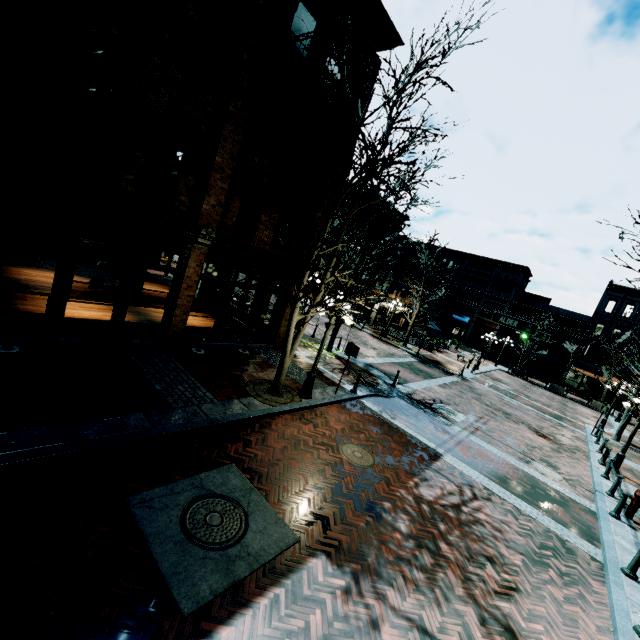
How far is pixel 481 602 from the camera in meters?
5.4

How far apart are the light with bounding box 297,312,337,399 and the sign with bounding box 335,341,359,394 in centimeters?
119cm

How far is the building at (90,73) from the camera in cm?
713

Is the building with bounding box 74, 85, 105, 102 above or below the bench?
above

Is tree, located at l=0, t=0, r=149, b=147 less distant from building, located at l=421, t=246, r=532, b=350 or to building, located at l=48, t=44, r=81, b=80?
building, located at l=48, t=44, r=81, b=80

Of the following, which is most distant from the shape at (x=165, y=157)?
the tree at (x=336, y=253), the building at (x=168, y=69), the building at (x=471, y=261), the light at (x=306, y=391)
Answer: the building at (x=471, y=261)

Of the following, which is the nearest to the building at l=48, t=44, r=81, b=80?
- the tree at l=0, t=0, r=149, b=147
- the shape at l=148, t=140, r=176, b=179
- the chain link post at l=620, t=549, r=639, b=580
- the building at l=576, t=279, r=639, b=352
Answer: the tree at l=0, t=0, r=149, b=147

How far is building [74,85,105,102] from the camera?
7.33m
